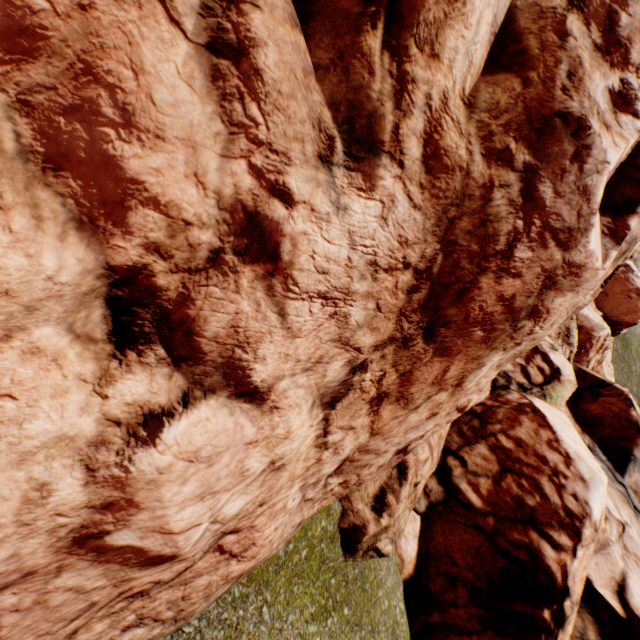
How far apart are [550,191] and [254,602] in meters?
4.2
